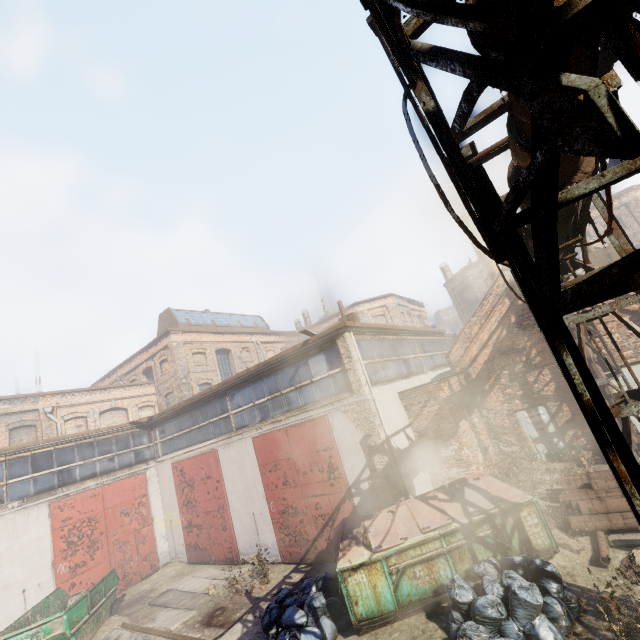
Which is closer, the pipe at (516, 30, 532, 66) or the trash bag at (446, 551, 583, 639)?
the pipe at (516, 30, 532, 66)

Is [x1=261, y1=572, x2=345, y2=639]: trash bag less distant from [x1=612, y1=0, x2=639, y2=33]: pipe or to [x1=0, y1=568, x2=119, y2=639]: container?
[x1=0, y1=568, x2=119, y2=639]: container

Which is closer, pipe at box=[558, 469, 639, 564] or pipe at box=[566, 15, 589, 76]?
pipe at box=[566, 15, 589, 76]

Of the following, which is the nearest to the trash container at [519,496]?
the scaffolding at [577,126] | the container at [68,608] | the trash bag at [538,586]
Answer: the trash bag at [538,586]

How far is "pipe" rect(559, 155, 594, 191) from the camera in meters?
3.0

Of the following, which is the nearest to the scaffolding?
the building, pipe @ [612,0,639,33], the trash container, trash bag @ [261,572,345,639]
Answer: pipe @ [612,0,639,33]

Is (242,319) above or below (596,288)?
above

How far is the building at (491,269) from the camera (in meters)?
18.77
